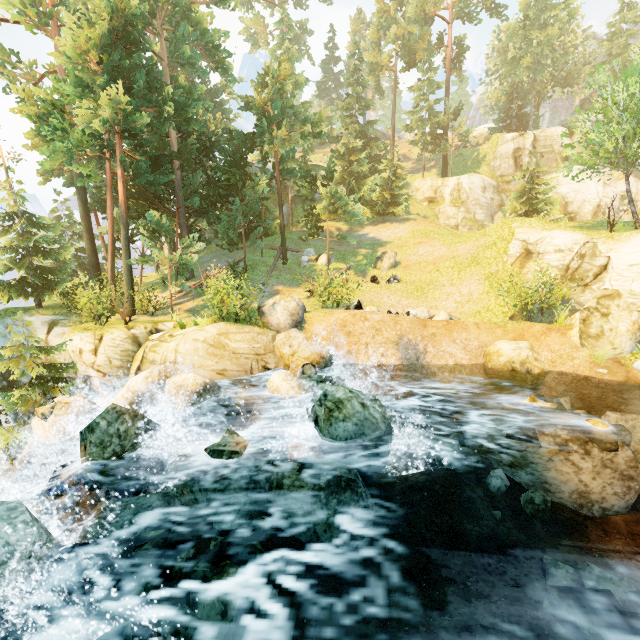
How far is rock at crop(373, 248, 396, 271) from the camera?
24.0 meters

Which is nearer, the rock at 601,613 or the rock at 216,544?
the rock at 601,613

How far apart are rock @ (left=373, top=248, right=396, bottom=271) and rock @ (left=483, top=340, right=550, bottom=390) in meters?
11.6 m

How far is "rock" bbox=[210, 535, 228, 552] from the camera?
6.33m

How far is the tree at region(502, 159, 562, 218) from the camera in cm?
2564

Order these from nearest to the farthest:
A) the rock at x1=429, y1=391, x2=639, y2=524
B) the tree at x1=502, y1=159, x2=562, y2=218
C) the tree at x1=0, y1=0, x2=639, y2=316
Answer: the rock at x1=429, y1=391, x2=639, y2=524 < the tree at x1=0, y1=0, x2=639, y2=316 < the tree at x1=502, y1=159, x2=562, y2=218

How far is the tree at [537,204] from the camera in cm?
2564

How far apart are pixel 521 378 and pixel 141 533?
12.96m
